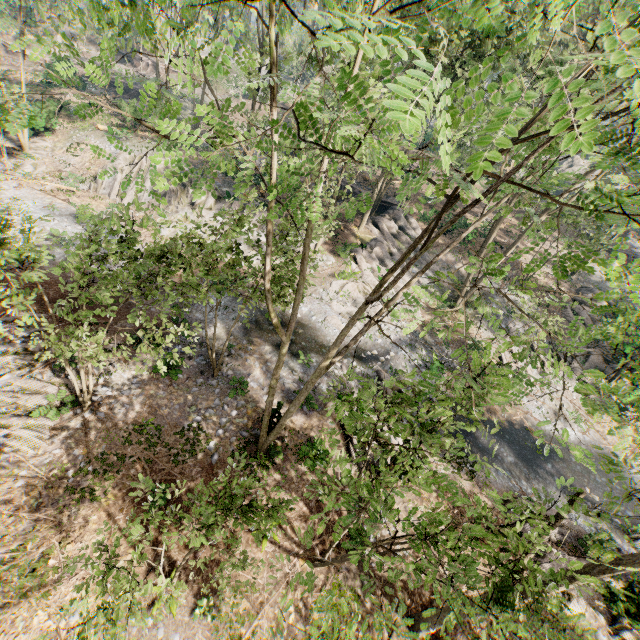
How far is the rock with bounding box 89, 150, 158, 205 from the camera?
26.7 meters

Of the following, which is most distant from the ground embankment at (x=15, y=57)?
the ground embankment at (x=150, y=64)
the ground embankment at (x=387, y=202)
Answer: the ground embankment at (x=387, y=202)

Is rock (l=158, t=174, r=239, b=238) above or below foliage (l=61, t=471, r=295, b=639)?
below

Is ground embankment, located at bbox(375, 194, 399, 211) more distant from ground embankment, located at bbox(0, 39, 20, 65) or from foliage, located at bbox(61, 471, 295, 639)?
ground embankment, located at bbox(0, 39, 20, 65)

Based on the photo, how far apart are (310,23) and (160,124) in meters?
70.4 m

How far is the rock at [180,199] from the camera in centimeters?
2584cm

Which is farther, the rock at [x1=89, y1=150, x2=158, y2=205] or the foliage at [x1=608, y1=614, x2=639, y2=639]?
the rock at [x1=89, y1=150, x2=158, y2=205]

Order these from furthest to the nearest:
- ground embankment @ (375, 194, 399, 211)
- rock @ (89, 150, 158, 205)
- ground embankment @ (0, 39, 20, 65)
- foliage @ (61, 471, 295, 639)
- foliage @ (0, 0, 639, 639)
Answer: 1. ground embankment @ (0, 39, 20, 65)
2. ground embankment @ (375, 194, 399, 211)
3. rock @ (89, 150, 158, 205)
4. foliage @ (61, 471, 295, 639)
5. foliage @ (0, 0, 639, 639)
